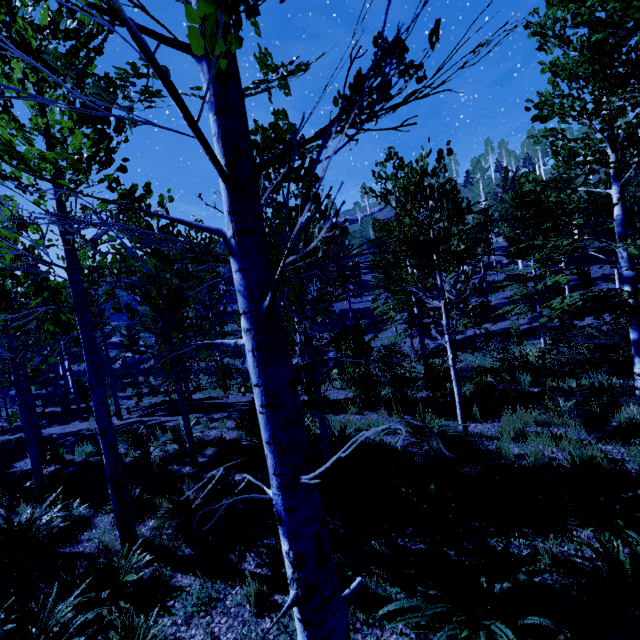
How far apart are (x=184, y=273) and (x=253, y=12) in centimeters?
919cm

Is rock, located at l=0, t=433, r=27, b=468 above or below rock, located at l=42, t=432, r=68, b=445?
below

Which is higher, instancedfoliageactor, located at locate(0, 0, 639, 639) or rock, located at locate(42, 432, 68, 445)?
instancedfoliageactor, located at locate(0, 0, 639, 639)

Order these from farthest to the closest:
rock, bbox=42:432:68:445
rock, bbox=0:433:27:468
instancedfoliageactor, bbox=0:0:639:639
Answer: rock, bbox=42:432:68:445, rock, bbox=0:433:27:468, instancedfoliageactor, bbox=0:0:639:639

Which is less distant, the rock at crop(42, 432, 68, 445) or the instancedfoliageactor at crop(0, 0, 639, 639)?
the instancedfoliageactor at crop(0, 0, 639, 639)

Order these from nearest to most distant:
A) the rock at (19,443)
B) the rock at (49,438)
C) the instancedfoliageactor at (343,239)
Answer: the instancedfoliageactor at (343,239), the rock at (19,443), the rock at (49,438)

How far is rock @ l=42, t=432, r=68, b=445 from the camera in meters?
13.3

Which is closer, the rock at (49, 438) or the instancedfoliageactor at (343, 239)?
the instancedfoliageactor at (343, 239)
